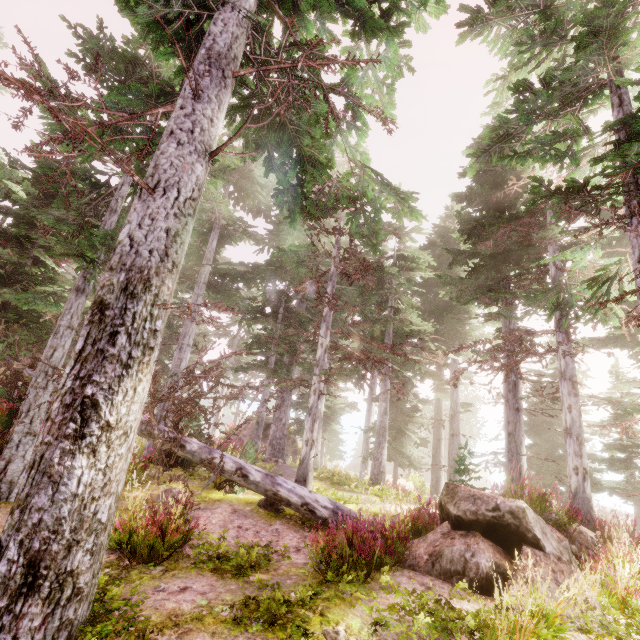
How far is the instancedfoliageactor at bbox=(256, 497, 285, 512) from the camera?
8.5 meters

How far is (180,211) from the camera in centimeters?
439cm

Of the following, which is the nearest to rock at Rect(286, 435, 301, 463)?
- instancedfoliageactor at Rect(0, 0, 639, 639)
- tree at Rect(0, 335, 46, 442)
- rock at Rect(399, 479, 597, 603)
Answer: instancedfoliageactor at Rect(0, 0, 639, 639)

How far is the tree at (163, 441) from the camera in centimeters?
792cm

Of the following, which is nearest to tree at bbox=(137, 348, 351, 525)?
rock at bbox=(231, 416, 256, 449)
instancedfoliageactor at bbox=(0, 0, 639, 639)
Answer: instancedfoliageactor at bbox=(0, 0, 639, 639)

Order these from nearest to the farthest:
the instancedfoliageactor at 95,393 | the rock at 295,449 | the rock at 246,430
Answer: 1. the instancedfoliageactor at 95,393
2. the rock at 246,430
3. the rock at 295,449
